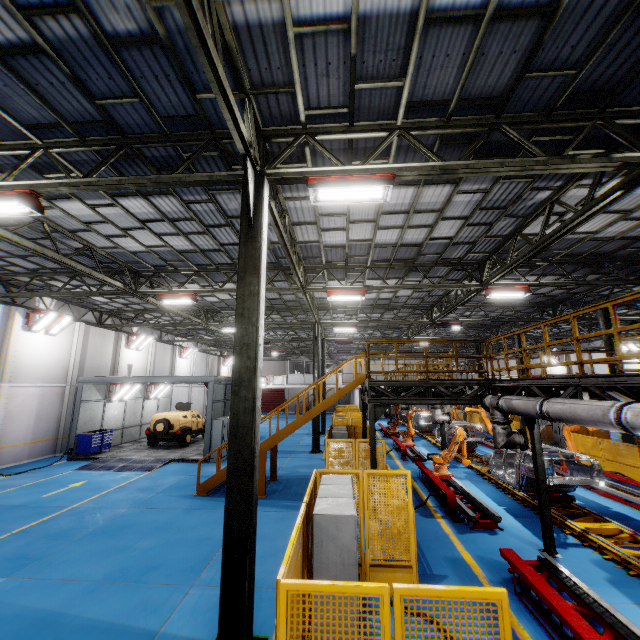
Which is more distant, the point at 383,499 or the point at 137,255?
the point at 137,255

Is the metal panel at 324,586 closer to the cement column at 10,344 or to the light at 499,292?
the light at 499,292

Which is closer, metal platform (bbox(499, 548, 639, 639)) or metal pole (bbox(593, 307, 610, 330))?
metal platform (bbox(499, 548, 639, 639))

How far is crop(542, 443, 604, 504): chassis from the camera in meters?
9.7

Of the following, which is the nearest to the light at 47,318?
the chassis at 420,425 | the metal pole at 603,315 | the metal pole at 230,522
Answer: the metal pole at 230,522

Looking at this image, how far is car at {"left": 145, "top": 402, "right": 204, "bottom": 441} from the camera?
19.8m

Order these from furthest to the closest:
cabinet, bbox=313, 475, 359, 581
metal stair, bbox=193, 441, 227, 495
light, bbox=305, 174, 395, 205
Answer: metal stair, bbox=193, 441, 227, 495 < light, bbox=305, 174, 395, 205 < cabinet, bbox=313, 475, 359, 581

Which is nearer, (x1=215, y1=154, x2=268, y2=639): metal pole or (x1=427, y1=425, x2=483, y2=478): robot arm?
(x1=215, y1=154, x2=268, y2=639): metal pole
